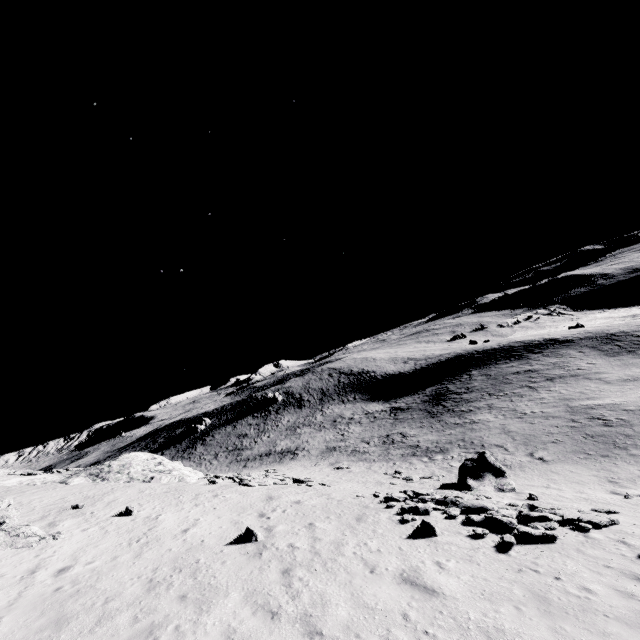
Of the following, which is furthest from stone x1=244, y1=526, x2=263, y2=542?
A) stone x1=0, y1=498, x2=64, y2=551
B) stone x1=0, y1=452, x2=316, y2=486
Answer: stone x1=0, y1=452, x2=316, y2=486

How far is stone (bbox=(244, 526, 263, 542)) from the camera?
12.15m

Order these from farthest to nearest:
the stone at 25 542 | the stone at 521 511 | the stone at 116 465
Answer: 1. the stone at 116 465
2. the stone at 25 542
3. the stone at 521 511

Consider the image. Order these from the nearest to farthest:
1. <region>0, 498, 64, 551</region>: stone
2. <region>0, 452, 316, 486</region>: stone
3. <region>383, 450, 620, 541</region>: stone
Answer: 1. <region>383, 450, 620, 541</region>: stone
2. <region>0, 498, 64, 551</region>: stone
3. <region>0, 452, 316, 486</region>: stone

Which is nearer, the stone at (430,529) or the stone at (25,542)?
the stone at (430,529)

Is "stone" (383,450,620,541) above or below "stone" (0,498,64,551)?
below

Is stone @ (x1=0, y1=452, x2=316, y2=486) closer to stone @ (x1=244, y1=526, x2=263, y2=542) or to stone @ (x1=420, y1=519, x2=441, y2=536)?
stone @ (x1=244, y1=526, x2=263, y2=542)

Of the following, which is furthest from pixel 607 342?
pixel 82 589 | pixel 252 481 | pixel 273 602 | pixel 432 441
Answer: pixel 82 589
